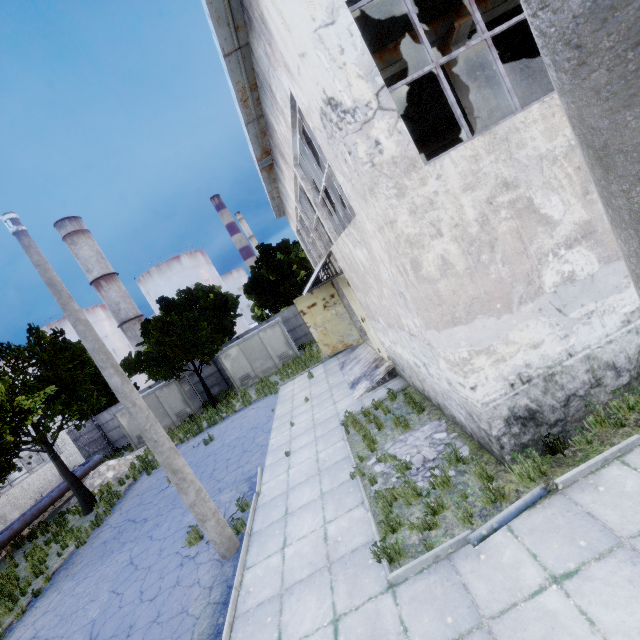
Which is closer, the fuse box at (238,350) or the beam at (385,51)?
the beam at (385,51)

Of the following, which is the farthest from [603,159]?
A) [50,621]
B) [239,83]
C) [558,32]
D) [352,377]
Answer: [50,621]

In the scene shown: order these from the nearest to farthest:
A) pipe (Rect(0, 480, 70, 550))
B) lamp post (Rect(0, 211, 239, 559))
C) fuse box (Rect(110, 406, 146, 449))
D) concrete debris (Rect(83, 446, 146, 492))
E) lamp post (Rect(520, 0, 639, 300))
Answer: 1. lamp post (Rect(520, 0, 639, 300))
2. lamp post (Rect(0, 211, 239, 559))
3. pipe (Rect(0, 480, 70, 550))
4. concrete debris (Rect(83, 446, 146, 492))
5. fuse box (Rect(110, 406, 146, 449))

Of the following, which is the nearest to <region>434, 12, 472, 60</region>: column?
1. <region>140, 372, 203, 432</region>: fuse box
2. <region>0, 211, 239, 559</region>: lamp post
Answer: <region>0, 211, 239, 559</region>: lamp post

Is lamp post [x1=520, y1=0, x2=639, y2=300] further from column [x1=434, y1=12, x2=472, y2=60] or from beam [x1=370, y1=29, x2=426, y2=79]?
column [x1=434, y1=12, x2=472, y2=60]

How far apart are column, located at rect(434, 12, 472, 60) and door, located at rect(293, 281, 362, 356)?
9.7m

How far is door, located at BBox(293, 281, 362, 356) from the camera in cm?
1745

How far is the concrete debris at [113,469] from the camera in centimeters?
1958cm
